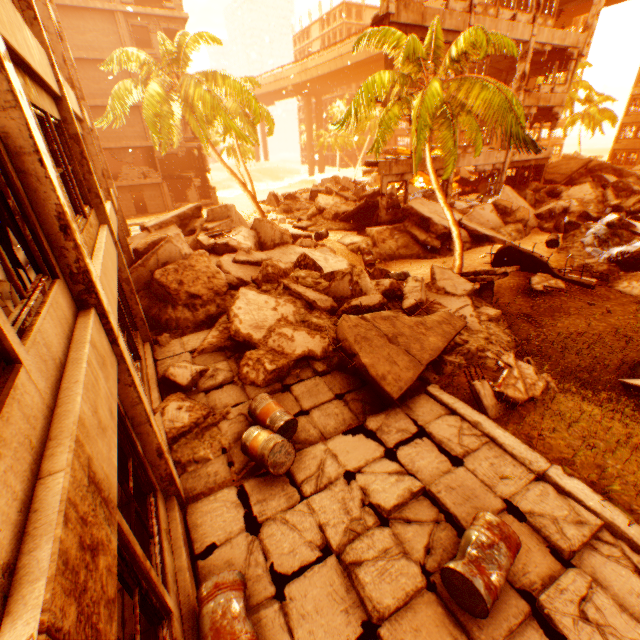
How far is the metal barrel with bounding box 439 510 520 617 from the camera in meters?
3.4 m

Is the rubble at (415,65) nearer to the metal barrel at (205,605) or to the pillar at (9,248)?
the pillar at (9,248)

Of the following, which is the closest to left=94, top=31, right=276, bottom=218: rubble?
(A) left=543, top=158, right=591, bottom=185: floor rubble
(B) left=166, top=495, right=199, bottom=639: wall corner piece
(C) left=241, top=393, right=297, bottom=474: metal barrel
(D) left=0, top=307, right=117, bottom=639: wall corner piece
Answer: (A) left=543, top=158, right=591, bottom=185: floor rubble

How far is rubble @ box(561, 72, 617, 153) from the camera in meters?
32.8

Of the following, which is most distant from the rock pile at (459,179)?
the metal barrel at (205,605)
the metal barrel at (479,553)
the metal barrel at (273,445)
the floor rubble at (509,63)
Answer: the floor rubble at (509,63)

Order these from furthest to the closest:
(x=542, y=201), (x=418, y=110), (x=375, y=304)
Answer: (x=542, y=201), (x=418, y=110), (x=375, y=304)

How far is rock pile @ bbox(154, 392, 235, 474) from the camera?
5.7 meters

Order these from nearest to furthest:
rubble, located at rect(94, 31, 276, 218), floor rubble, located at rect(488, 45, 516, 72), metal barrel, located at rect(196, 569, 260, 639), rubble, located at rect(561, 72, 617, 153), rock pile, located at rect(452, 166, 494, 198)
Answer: metal barrel, located at rect(196, 569, 260, 639), rubble, located at rect(94, 31, 276, 218), floor rubble, located at rect(488, 45, 516, 72), rock pile, located at rect(452, 166, 494, 198), rubble, located at rect(561, 72, 617, 153)
